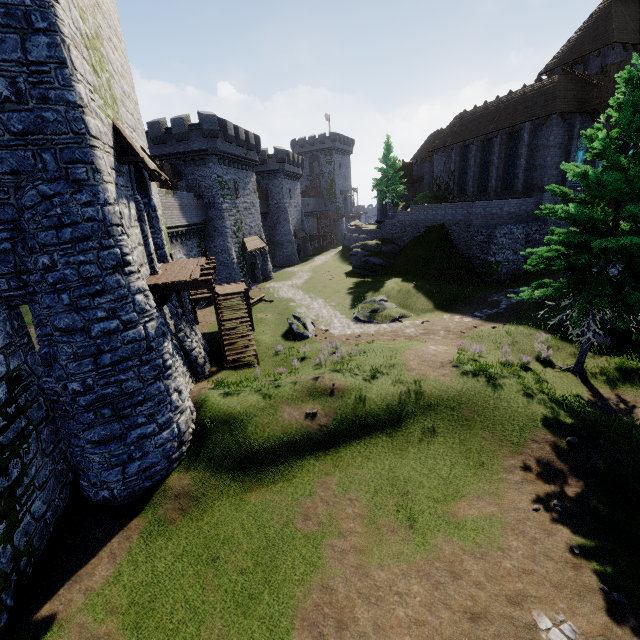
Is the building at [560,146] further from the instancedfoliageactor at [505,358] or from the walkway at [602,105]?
the instancedfoliageactor at [505,358]

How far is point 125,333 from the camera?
8.9 meters

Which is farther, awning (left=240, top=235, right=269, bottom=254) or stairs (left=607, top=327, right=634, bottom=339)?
awning (left=240, top=235, right=269, bottom=254)

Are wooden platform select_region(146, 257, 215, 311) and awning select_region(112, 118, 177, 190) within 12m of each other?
yes

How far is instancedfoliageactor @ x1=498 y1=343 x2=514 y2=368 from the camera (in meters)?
14.43

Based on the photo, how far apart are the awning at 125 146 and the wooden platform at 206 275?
3.1 meters

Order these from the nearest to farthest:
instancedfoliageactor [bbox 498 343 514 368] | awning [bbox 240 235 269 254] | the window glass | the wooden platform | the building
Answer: the wooden platform < instancedfoliageactor [bbox 498 343 514 368] < the building < the window glass < awning [bbox 240 235 269 254]

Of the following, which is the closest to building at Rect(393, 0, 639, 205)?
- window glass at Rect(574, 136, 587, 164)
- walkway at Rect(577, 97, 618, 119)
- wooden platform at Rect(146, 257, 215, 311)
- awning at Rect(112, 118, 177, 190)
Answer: walkway at Rect(577, 97, 618, 119)
